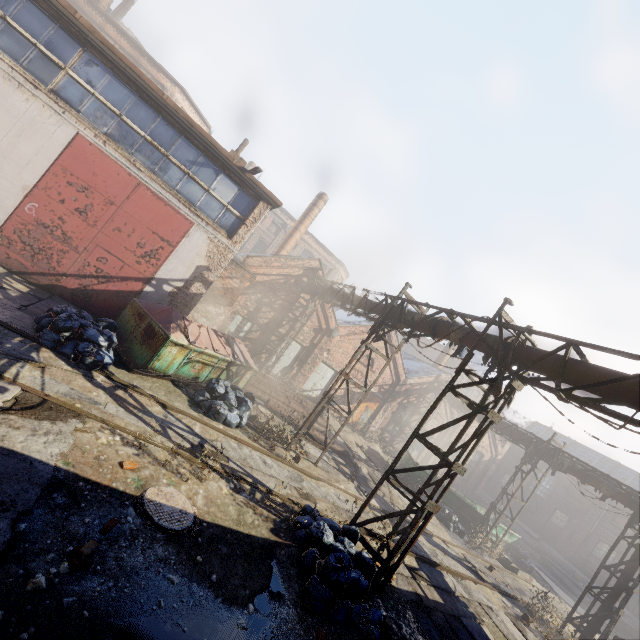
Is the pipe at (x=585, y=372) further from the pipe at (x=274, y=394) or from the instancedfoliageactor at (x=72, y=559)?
the instancedfoliageactor at (x=72, y=559)

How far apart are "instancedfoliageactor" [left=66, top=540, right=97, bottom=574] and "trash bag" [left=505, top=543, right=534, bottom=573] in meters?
24.3 m

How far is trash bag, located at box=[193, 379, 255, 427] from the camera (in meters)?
9.15

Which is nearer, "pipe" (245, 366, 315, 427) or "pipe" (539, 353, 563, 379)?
"pipe" (539, 353, 563, 379)

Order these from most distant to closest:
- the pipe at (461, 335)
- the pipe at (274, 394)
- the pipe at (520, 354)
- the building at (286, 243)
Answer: the building at (286, 243) < the pipe at (274, 394) < the pipe at (461, 335) < the pipe at (520, 354)

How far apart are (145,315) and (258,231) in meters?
30.8

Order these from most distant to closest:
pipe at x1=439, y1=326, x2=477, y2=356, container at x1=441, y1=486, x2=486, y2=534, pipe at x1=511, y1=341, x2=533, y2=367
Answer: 1. container at x1=441, y1=486, x2=486, y2=534
2. pipe at x1=439, y1=326, x2=477, y2=356
3. pipe at x1=511, y1=341, x2=533, y2=367
